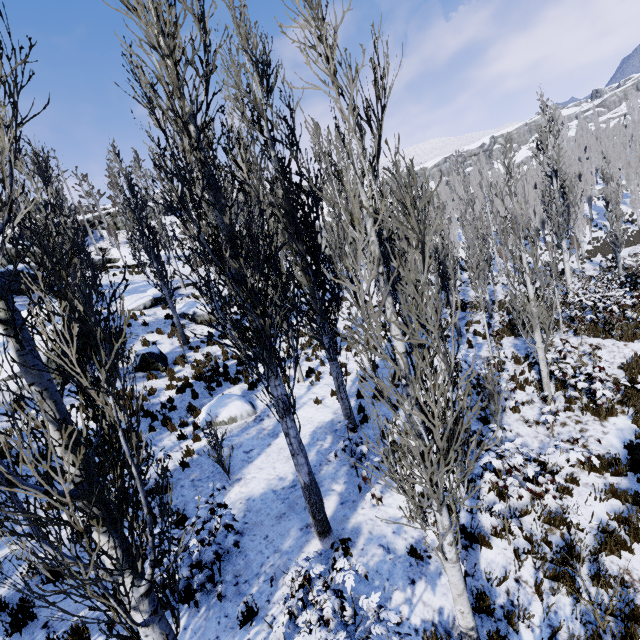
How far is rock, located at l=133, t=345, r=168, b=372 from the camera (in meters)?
13.40

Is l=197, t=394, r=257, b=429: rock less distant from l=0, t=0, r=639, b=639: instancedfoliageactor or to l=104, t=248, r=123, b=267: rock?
l=0, t=0, r=639, b=639: instancedfoliageactor

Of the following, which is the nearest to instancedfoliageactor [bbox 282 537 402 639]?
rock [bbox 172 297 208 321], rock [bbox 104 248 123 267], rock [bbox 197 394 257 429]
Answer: rock [bbox 172 297 208 321]

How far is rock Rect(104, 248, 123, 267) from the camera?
28.8m

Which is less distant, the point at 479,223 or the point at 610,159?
the point at 479,223

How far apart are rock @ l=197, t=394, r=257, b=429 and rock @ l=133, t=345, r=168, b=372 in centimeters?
342cm

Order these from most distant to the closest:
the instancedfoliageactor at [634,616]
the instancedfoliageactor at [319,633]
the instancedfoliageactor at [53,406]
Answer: the instancedfoliageactor at [634,616]
the instancedfoliageactor at [319,633]
the instancedfoliageactor at [53,406]

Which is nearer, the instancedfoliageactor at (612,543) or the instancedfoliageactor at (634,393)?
the instancedfoliageactor at (612,543)
